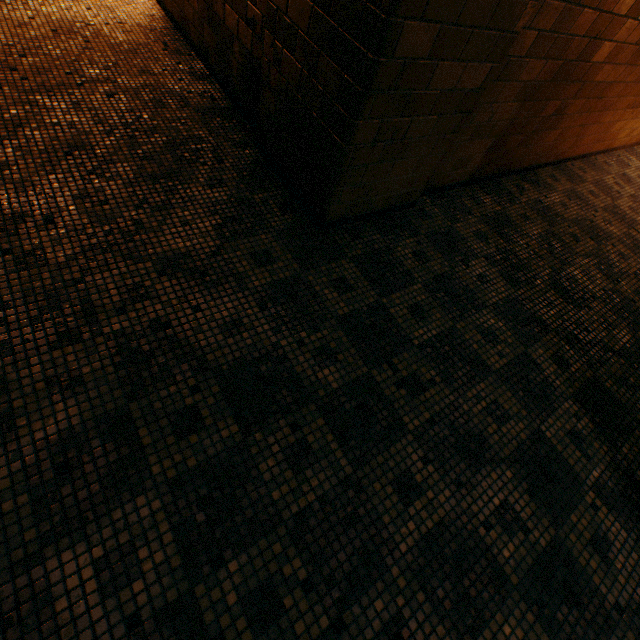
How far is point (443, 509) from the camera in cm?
161
